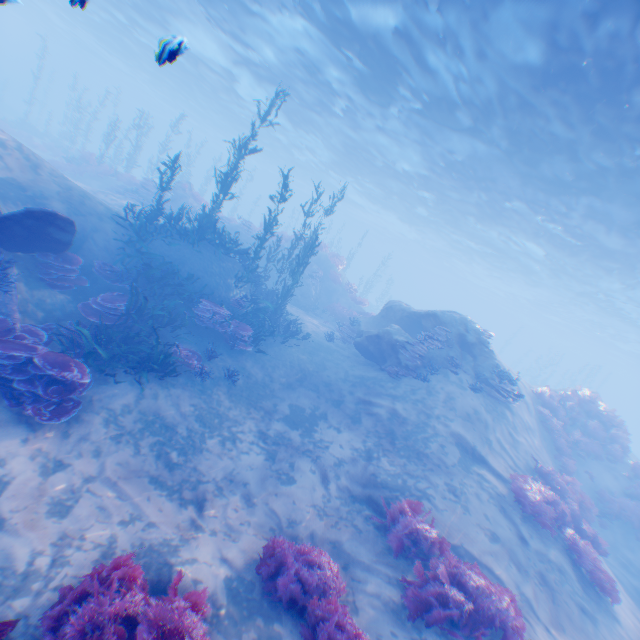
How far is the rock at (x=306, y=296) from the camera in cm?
2181

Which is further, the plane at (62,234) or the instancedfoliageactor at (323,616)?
the plane at (62,234)

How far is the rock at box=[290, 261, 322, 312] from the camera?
21.8m

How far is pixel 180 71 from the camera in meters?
32.6

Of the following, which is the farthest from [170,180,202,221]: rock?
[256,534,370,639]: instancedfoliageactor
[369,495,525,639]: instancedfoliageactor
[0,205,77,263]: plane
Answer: [256,534,370,639]: instancedfoliageactor

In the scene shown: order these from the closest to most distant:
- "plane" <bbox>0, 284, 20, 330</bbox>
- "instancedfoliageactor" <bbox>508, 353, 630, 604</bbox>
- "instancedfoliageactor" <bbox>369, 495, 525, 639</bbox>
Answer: "instancedfoliageactor" <bbox>369, 495, 525, 639</bbox>, "plane" <bbox>0, 284, 20, 330</bbox>, "instancedfoliageactor" <bbox>508, 353, 630, 604</bbox>

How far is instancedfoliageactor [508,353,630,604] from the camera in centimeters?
884cm

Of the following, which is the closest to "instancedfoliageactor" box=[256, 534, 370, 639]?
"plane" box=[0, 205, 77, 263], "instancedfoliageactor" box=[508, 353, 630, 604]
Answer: "plane" box=[0, 205, 77, 263]
